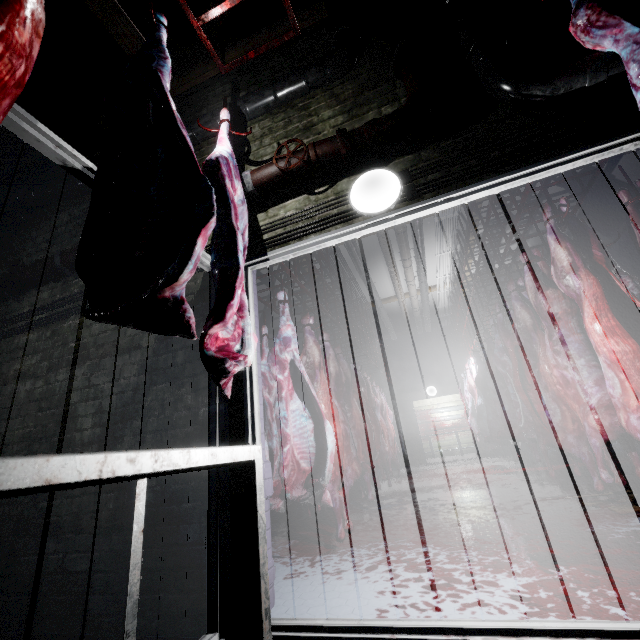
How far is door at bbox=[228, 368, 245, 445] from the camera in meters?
1.8

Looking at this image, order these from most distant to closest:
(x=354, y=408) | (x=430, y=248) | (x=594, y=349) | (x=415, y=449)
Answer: (x=415, y=449)
(x=430, y=248)
(x=354, y=408)
(x=594, y=349)

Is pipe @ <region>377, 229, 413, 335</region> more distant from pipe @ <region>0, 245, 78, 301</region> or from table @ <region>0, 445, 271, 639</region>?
table @ <region>0, 445, 271, 639</region>

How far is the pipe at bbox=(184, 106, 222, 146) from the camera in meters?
2.7

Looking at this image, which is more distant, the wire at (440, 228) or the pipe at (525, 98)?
the wire at (440, 228)

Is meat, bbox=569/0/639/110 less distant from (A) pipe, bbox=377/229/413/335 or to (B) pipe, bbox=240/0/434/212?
(B) pipe, bbox=240/0/434/212

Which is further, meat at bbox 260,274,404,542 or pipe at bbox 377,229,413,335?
pipe at bbox 377,229,413,335

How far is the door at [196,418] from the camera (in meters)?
1.91
